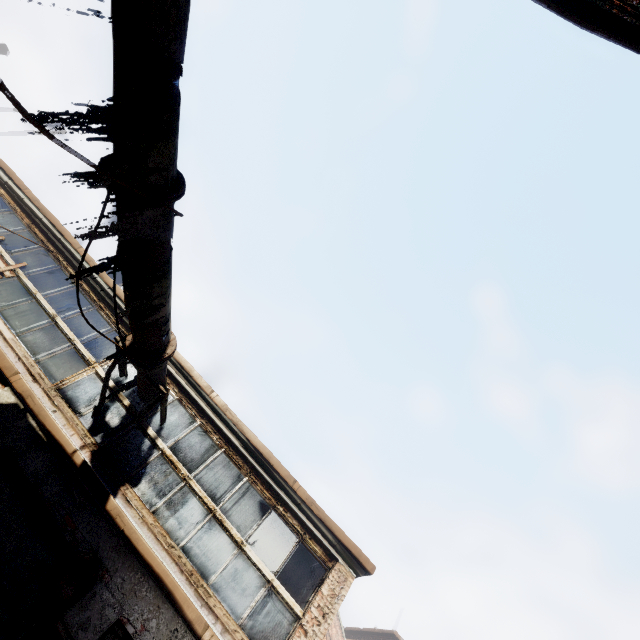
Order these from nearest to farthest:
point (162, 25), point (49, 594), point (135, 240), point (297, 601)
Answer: point (162, 25) → point (135, 240) → point (49, 594) → point (297, 601)
